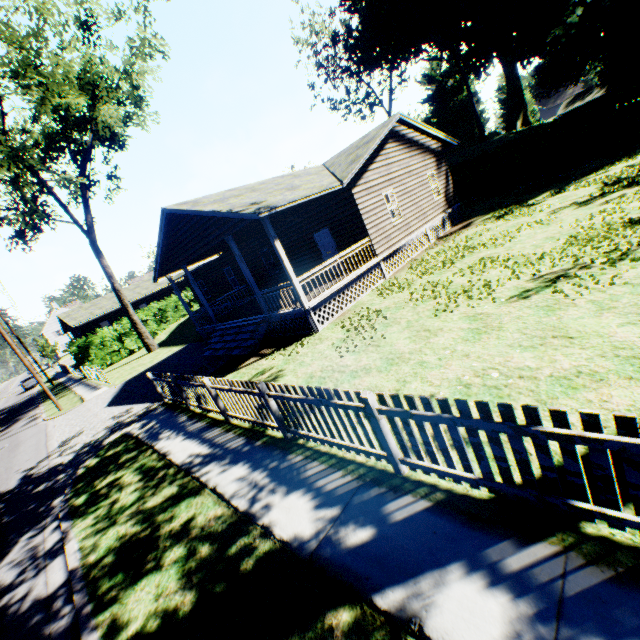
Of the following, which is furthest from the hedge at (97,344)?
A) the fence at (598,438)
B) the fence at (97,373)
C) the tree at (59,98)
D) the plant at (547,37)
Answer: the plant at (547,37)

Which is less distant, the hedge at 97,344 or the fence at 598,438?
the fence at 598,438

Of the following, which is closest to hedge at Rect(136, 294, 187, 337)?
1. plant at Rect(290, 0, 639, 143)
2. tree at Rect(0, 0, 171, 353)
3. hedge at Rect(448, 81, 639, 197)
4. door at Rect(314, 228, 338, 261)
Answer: tree at Rect(0, 0, 171, 353)

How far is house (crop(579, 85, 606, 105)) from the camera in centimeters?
5759cm

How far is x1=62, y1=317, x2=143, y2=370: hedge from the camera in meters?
27.9

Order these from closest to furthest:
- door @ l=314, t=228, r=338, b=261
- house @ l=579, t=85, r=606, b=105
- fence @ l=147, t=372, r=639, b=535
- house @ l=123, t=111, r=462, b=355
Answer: fence @ l=147, t=372, r=639, b=535 → house @ l=123, t=111, r=462, b=355 → door @ l=314, t=228, r=338, b=261 → house @ l=579, t=85, r=606, b=105

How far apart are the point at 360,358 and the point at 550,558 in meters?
5.6 m

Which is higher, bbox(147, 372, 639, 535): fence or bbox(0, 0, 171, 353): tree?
bbox(0, 0, 171, 353): tree
